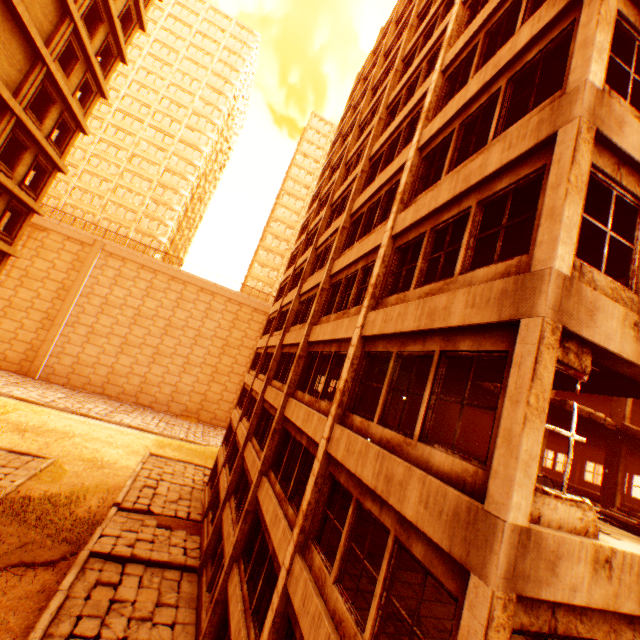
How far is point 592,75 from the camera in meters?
4.6

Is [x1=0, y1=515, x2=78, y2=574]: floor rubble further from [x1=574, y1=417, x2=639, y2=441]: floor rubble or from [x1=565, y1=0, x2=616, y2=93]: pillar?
[x1=574, y1=417, x2=639, y2=441]: floor rubble

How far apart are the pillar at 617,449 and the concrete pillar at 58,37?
32.8 meters

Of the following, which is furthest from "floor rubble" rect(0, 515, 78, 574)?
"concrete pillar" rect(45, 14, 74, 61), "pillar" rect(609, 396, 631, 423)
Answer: "pillar" rect(609, 396, 631, 423)

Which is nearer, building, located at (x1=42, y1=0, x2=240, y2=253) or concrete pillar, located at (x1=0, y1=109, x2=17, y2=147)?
concrete pillar, located at (x1=0, y1=109, x2=17, y2=147)

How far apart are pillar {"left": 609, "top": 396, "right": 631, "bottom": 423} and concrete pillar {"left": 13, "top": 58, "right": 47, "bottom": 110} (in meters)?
31.61

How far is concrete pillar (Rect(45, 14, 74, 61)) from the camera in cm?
1580

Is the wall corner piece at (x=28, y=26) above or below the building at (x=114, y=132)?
below
